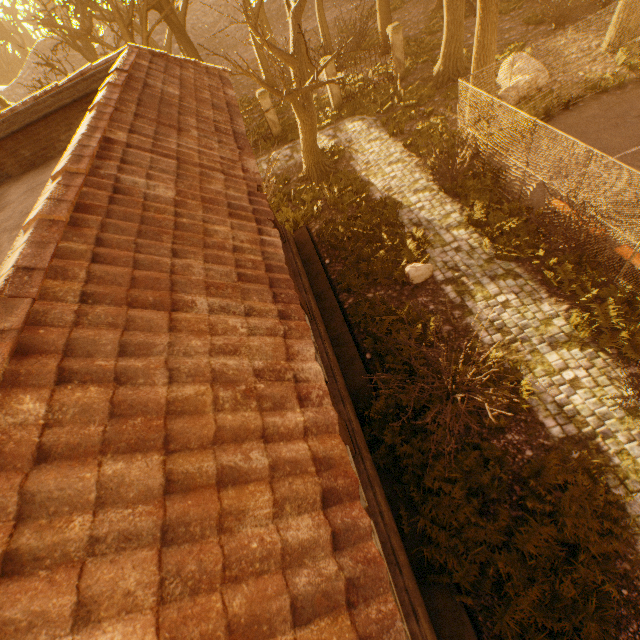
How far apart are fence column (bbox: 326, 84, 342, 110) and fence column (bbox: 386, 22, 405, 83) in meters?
3.3

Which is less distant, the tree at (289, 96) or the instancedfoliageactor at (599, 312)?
the instancedfoliageactor at (599, 312)

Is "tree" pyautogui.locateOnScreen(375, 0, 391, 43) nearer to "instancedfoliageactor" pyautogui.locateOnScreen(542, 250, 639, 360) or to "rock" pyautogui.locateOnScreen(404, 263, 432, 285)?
"instancedfoliageactor" pyautogui.locateOnScreen(542, 250, 639, 360)

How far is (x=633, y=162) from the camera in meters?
10.7

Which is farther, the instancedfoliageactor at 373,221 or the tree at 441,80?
the tree at 441,80

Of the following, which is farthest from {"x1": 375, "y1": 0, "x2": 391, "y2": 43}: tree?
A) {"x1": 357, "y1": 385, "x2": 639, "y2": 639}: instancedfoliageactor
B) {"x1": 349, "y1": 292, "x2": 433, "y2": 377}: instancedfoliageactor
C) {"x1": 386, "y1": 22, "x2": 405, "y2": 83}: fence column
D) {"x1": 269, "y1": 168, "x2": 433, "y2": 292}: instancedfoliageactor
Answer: {"x1": 349, "y1": 292, "x2": 433, "y2": 377}: instancedfoliageactor

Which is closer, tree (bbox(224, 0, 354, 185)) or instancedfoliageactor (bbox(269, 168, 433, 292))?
tree (bbox(224, 0, 354, 185))

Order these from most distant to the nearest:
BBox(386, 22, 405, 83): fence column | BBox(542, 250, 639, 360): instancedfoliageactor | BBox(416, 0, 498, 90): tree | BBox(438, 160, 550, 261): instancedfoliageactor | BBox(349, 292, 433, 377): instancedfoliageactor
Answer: BBox(386, 22, 405, 83): fence column
BBox(416, 0, 498, 90): tree
BBox(438, 160, 550, 261): instancedfoliageactor
BBox(349, 292, 433, 377): instancedfoliageactor
BBox(542, 250, 639, 360): instancedfoliageactor
